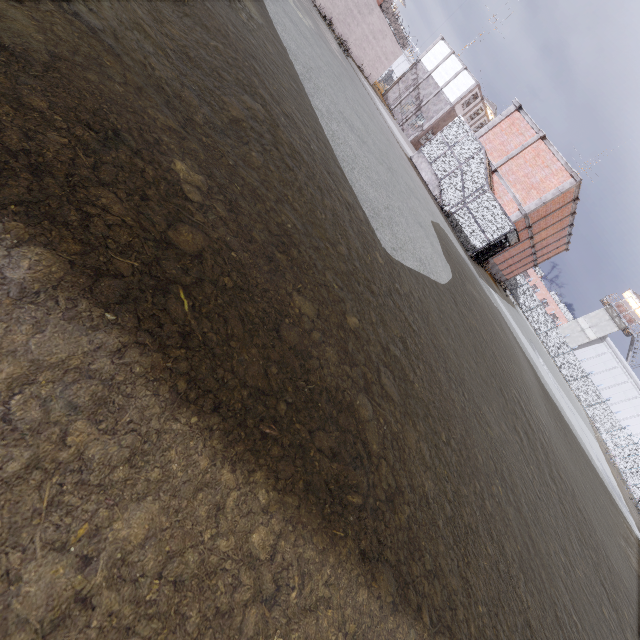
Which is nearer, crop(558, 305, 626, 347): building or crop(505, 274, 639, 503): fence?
crop(505, 274, 639, 503): fence

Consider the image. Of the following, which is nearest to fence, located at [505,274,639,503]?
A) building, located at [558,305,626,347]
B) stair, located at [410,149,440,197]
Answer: building, located at [558,305,626,347]

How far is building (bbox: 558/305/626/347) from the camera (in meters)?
51.09

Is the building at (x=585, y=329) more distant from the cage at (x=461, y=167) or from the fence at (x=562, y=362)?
the cage at (x=461, y=167)

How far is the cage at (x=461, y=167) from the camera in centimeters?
1950cm

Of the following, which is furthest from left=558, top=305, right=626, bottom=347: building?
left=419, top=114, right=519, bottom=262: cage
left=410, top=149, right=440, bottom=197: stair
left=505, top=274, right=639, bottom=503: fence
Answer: left=410, top=149, right=440, bottom=197: stair

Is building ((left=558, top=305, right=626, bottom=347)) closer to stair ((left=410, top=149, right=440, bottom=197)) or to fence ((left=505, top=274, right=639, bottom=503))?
fence ((left=505, top=274, right=639, bottom=503))

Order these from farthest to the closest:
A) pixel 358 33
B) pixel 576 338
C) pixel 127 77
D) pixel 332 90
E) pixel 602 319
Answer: pixel 576 338 < pixel 602 319 < pixel 358 33 < pixel 332 90 < pixel 127 77
